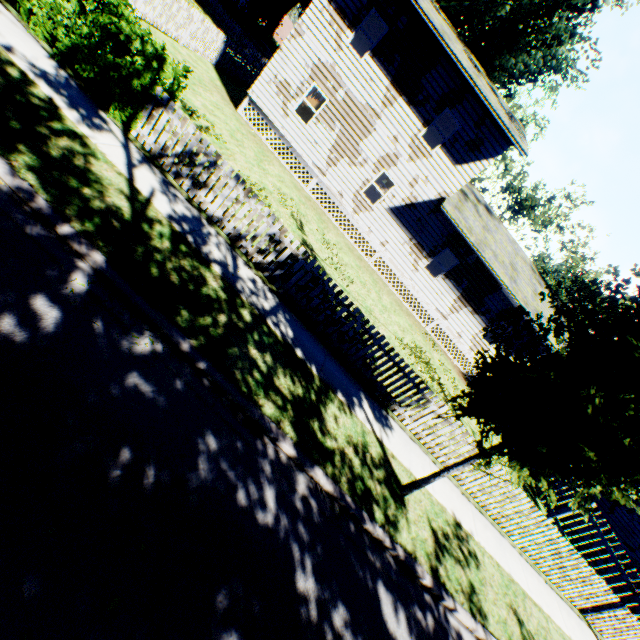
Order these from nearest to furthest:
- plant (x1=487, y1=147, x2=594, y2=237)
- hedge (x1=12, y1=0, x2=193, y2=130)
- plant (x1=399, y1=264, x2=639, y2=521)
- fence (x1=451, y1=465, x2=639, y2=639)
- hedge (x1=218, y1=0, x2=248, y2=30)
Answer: plant (x1=399, y1=264, x2=639, y2=521), hedge (x1=12, y1=0, x2=193, y2=130), fence (x1=451, y1=465, x2=639, y2=639), hedge (x1=218, y1=0, x2=248, y2=30), plant (x1=487, y1=147, x2=594, y2=237)

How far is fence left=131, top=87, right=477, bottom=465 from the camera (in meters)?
7.07

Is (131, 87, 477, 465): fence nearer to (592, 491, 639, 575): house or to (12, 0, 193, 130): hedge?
(12, 0, 193, 130): hedge

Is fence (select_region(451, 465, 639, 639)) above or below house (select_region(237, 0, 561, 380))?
below

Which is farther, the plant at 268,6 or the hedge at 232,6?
the hedge at 232,6

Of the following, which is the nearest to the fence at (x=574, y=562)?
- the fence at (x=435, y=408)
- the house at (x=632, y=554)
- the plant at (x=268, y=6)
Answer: the fence at (x=435, y=408)

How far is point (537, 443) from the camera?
4.36m

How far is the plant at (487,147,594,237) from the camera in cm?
4594
